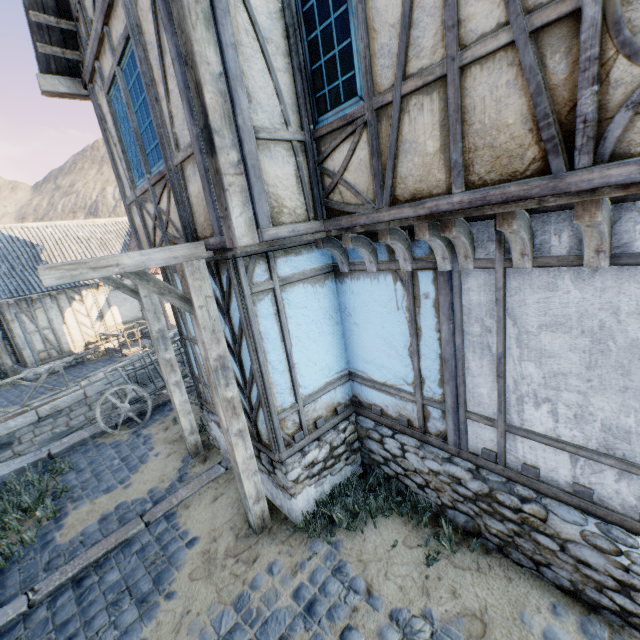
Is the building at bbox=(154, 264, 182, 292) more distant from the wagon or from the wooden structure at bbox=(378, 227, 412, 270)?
the wagon

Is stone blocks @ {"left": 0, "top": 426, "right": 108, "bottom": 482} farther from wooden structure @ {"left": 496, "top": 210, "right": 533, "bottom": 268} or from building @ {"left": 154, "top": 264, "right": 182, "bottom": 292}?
wooden structure @ {"left": 496, "top": 210, "right": 533, "bottom": 268}

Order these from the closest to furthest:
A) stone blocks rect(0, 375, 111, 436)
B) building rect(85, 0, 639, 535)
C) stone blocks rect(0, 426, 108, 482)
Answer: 1. building rect(85, 0, 639, 535)
2. stone blocks rect(0, 426, 108, 482)
3. stone blocks rect(0, 375, 111, 436)

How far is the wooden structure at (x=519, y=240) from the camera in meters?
2.5

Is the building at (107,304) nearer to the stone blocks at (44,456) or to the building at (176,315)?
the stone blocks at (44,456)

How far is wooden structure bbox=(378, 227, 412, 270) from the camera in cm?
347

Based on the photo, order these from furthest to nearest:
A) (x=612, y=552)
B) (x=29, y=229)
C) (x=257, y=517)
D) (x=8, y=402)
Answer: (x=29, y=229)
(x=8, y=402)
(x=257, y=517)
(x=612, y=552)

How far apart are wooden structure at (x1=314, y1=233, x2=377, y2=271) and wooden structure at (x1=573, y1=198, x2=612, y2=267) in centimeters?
210cm
